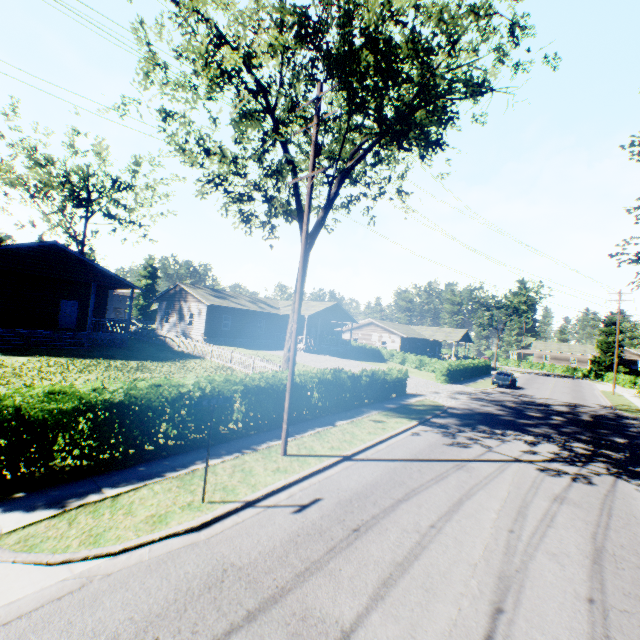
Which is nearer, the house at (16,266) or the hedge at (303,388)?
the hedge at (303,388)

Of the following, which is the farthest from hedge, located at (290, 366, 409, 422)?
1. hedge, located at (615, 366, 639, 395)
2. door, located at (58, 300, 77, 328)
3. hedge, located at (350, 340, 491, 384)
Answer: hedge, located at (615, 366, 639, 395)

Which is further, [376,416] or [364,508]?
[376,416]

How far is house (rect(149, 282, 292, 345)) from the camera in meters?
33.2

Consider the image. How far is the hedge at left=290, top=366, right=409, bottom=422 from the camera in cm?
1396

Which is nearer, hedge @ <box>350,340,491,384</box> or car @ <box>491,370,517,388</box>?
hedge @ <box>350,340,491,384</box>

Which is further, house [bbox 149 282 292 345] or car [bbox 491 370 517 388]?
house [bbox 149 282 292 345]

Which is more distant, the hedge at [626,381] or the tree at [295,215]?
the hedge at [626,381]
